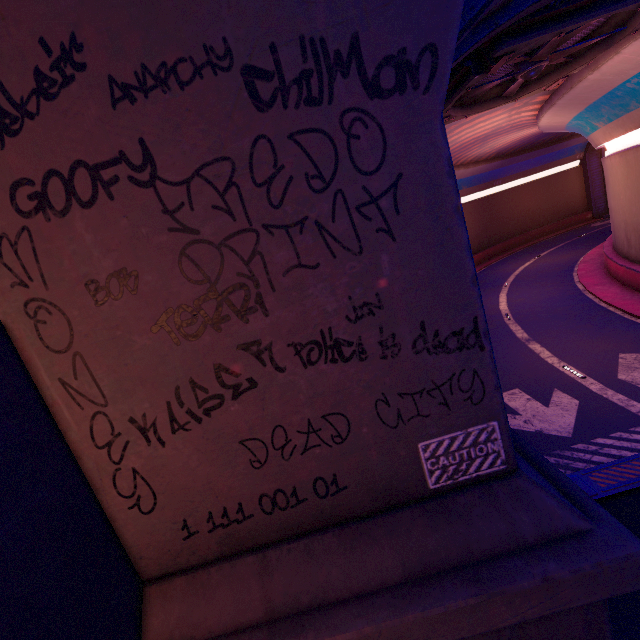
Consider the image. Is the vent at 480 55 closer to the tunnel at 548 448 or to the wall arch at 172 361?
the tunnel at 548 448

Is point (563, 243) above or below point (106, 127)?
below

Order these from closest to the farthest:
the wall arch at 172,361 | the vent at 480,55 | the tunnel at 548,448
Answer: the wall arch at 172,361 < the vent at 480,55 < the tunnel at 548,448

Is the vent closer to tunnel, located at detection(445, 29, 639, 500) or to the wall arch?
tunnel, located at detection(445, 29, 639, 500)

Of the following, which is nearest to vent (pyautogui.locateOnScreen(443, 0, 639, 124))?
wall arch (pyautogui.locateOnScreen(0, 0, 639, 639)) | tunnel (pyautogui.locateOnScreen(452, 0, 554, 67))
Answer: tunnel (pyautogui.locateOnScreen(452, 0, 554, 67))
